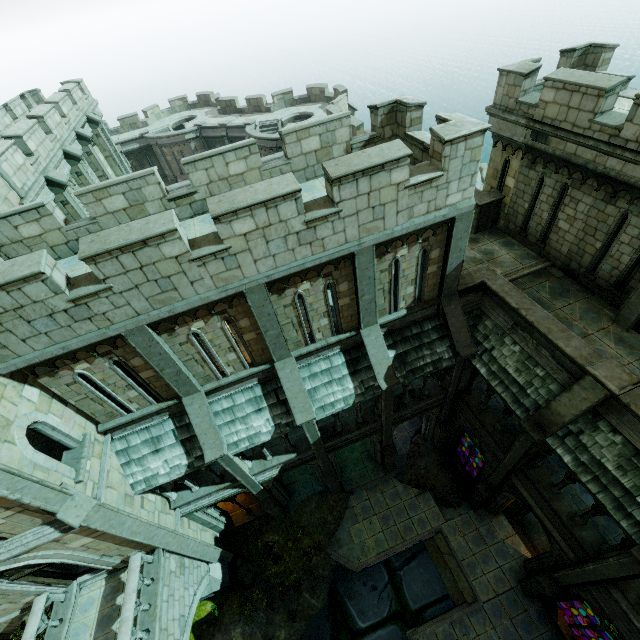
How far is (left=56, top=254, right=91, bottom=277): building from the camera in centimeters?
900cm

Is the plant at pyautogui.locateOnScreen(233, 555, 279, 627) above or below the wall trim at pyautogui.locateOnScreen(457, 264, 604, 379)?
below

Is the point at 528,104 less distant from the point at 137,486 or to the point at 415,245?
the point at 415,245

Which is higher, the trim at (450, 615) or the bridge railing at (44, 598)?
the bridge railing at (44, 598)

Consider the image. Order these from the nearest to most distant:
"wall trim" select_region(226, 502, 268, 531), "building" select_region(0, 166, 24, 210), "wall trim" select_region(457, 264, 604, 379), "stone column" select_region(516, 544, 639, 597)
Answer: "stone column" select_region(516, 544, 639, 597) < "wall trim" select_region(457, 264, 604, 379) < "building" select_region(0, 166, 24, 210) < "wall trim" select_region(226, 502, 268, 531)

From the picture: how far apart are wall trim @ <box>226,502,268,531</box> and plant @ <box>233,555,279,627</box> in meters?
0.8

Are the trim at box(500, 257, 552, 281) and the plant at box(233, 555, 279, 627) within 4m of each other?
no

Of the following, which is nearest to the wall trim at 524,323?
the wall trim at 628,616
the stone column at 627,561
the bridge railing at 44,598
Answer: the stone column at 627,561
